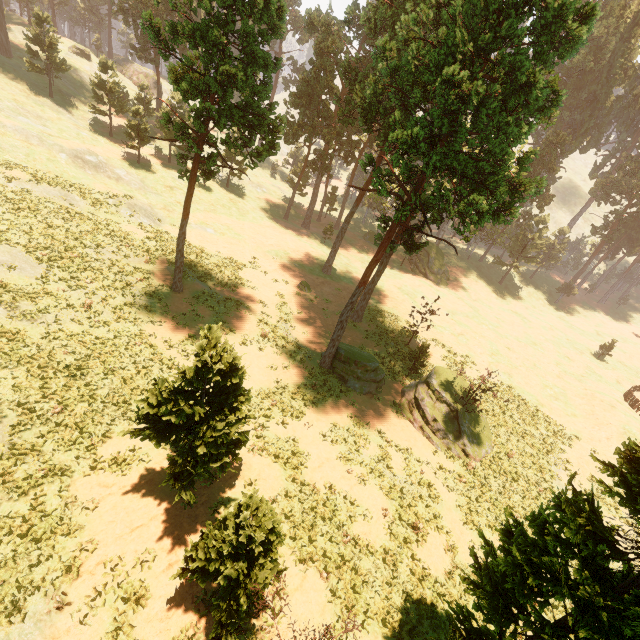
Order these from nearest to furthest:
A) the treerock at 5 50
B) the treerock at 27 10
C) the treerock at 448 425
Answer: the treerock at 448 425, the treerock at 27 10, the treerock at 5 50

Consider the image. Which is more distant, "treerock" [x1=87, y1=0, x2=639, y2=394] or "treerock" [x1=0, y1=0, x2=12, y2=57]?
"treerock" [x1=0, y1=0, x2=12, y2=57]

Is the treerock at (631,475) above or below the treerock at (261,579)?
above

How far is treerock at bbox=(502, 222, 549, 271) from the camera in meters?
56.0

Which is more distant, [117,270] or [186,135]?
[117,270]

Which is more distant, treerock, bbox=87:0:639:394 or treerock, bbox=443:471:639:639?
treerock, bbox=87:0:639:394
